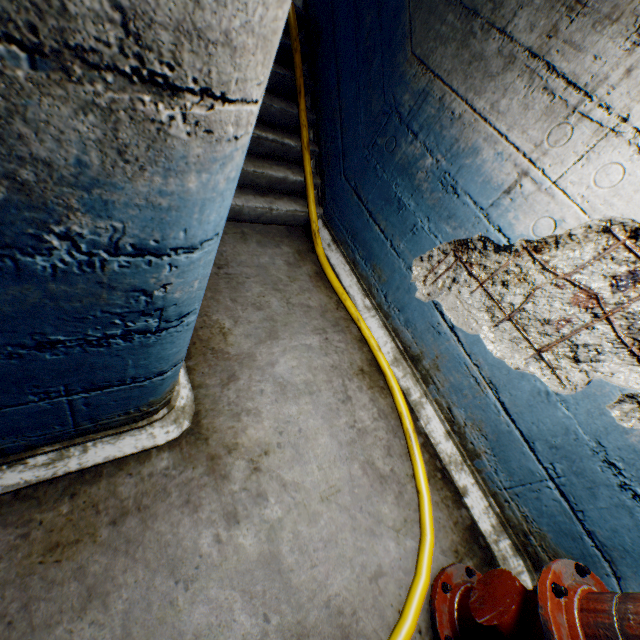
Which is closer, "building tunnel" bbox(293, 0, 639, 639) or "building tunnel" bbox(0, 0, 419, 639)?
"building tunnel" bbox(0, 0, 419, 639)

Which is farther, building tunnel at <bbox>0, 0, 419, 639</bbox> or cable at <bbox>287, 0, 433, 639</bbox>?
cable at <bbox>287, 0, 433, 639</bbox>

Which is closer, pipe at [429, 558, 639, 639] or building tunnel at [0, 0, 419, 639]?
building tunnel at [0, 0, 419, 639]

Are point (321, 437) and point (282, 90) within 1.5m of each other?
no

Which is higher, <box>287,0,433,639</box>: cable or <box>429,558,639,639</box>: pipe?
<box>429,558,639,639</box>: pipe

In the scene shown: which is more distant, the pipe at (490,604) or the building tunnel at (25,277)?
the pipe at (490,604)

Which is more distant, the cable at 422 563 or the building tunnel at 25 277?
the cable at 422 563

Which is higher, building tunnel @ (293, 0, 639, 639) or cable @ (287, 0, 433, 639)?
building tunnel @ (293, 0, 639, 639)
